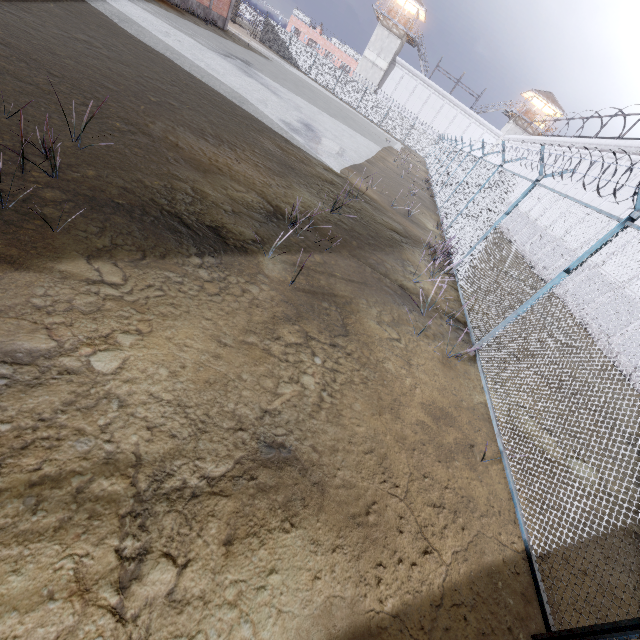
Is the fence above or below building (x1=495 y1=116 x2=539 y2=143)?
below

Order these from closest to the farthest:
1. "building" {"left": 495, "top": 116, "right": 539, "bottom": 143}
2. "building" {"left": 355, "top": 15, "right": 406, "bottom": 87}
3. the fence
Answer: the fence, "building" {"left": 355, "top": 15, "right": 406, "bottom": 87}, "building" {"left": 495, "top": 116, "right": 539, "bottom": 143}

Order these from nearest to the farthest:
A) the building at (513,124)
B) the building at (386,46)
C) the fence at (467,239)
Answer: the fence at (467,239) < the building at (386,46) < the building at (513,124)

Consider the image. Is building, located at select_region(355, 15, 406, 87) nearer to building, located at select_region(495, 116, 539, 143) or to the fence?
the fence

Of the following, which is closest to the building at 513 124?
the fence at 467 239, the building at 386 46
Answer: the fence at 467 239

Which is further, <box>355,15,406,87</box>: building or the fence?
<box>355,15,406,87</box>: building

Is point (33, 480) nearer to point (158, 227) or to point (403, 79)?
point (158, 227)
